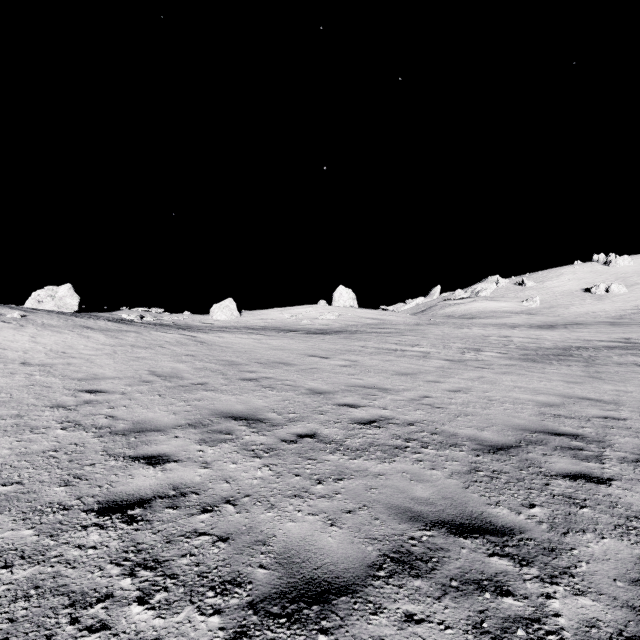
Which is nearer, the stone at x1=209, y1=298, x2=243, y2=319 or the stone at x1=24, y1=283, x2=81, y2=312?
the stone at x1=24, y1=283, x2=81, y2=312

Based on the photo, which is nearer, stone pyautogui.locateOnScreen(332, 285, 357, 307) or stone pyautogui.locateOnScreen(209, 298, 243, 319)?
stone pyautogui.locateOnScreen(209, 298, 243, 319)

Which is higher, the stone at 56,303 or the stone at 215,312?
the stone at 56,303

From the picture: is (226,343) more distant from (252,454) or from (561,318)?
(561,318)

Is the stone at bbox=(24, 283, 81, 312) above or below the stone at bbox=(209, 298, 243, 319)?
above

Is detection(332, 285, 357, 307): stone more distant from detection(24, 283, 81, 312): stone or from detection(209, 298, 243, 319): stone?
detection(24, 283, 81, 312): stone

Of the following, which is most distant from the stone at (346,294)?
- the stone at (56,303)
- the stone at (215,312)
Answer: the stone at (56,303)

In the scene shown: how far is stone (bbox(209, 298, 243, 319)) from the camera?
35.84m
